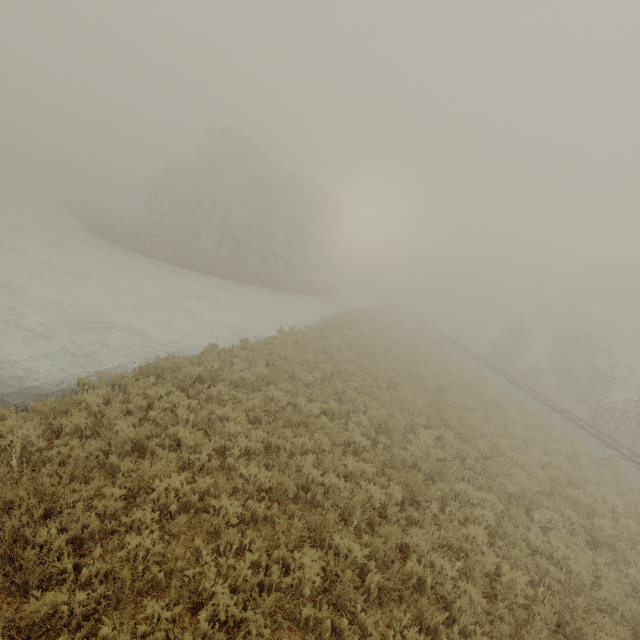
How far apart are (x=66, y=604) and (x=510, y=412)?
19.4 meters
